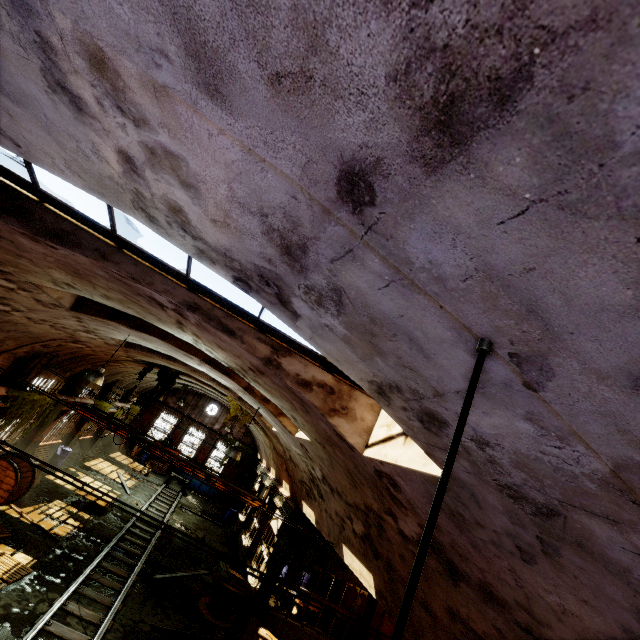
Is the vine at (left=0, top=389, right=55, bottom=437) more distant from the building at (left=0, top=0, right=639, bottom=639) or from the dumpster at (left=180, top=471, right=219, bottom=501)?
the dumpster at (left=180, top=471, right=219, bottom=501)

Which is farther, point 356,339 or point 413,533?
point 413,533

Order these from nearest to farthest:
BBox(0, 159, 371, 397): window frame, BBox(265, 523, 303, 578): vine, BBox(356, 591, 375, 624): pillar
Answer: BBox(0, 159, 371, 397): window frame
BBox(265, 523, 303, 578): vine
BBox(356, 591, 375, 624): pillar

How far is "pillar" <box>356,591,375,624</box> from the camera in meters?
14.2 m

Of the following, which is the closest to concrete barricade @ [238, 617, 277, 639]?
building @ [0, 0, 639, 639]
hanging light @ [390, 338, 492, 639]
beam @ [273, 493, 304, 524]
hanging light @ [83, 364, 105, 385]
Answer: beam @ [273, 493, 304, 524]

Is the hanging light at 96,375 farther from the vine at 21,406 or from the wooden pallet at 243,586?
the wooden pallet at 243,586

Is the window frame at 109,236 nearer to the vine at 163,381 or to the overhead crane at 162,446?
the vine at 163,381

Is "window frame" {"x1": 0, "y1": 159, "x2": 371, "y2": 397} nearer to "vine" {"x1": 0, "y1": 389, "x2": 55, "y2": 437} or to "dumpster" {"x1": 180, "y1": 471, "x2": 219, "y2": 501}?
"vine" {"x1": 0, "y1": 389, "x2": 55, "y2": 437}
